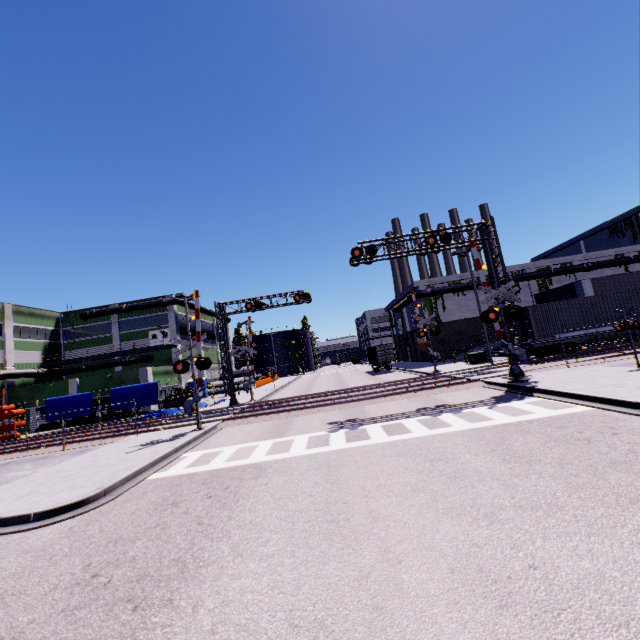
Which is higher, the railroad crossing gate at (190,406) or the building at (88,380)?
the building at (88,380)

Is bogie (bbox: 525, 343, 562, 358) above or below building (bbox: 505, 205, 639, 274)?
below

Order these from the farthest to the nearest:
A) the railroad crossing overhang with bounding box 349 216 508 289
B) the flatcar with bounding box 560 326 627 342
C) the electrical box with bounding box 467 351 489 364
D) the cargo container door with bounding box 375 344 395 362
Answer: the cargo container door with bounding box 375 344 395 362
the electrical box with bounding box 467 351 489 364
the flatcar with bounding box 560 326 627 342
the railroad crossing overhang with bounding box 349 216 508 289

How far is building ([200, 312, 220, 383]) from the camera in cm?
5384

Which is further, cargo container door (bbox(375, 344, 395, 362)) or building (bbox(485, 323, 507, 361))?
cargo container door (bbox(375, 344, 395, 362))

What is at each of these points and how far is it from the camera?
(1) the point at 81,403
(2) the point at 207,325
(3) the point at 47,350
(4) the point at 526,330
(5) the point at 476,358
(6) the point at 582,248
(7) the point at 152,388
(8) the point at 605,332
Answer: (1) tarp, 27.33m
(2) building, 57.41m
(3) door, 42.16m
(4) cargo container door, 24.05m
(5) electrical box, 28.98m
(6) building, 51.56m
(7) tarp, 27.33m
(8) flatcar, 22.97m

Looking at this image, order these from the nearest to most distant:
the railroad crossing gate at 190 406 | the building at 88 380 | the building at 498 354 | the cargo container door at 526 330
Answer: the railroad crossing gate at 190 406 < the cargo container door at 526 330 < the building at 498 354 < the building at 88 380

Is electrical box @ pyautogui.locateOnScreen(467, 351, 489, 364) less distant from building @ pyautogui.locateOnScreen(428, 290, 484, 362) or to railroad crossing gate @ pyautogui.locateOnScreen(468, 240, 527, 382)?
building @ pyautogui.locateOnScreen(428, 290, 484, 362)
